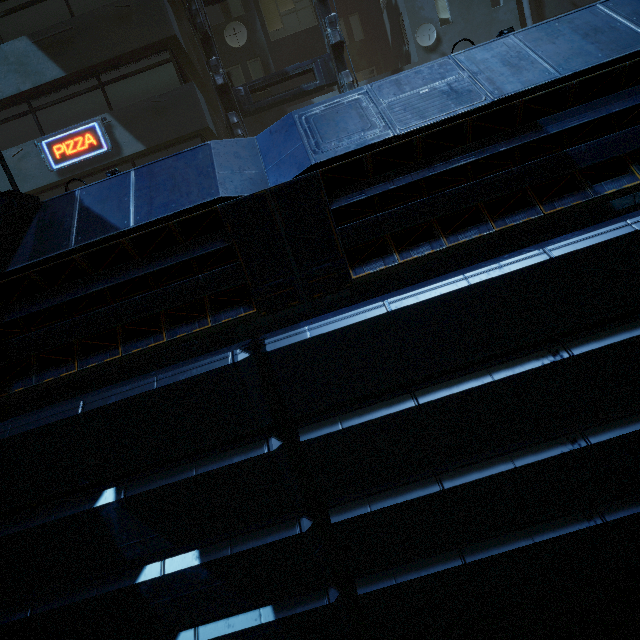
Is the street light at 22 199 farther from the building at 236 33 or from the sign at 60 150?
the sign at 60 150

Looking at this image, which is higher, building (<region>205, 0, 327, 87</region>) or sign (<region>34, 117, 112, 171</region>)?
building (<region>205, 0, 327, 87</region>)

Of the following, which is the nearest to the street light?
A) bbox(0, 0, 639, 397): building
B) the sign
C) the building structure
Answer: bbox(0, 0, 639, 397): building

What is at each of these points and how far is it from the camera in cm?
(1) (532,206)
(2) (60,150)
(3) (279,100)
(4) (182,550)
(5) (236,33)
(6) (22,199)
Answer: (1) building, 320
(2) sign, 1130
(3) building structure, 1221
(4) building, 343
(5) building, 1308
(6) street light, 539

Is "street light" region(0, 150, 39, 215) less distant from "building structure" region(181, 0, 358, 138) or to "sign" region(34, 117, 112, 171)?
"sign" region(34, 117, 112, 171)

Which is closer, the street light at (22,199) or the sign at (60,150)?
the street light at (22,199)

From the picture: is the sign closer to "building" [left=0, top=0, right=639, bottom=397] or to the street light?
"building" [left=0, top=0, right=639, bottom=397]

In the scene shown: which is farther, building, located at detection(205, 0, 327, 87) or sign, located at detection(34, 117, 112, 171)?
building, located at detection(205, 0, 327, 87)
